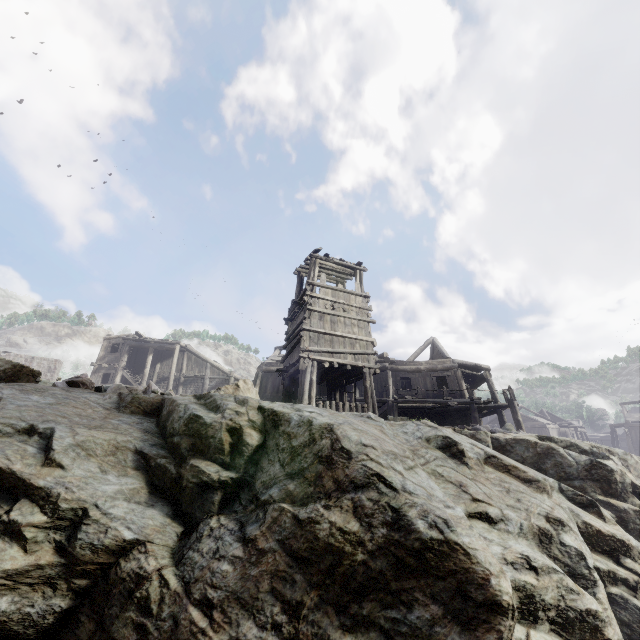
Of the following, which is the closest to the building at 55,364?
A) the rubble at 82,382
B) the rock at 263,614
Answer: the rock at 263,614

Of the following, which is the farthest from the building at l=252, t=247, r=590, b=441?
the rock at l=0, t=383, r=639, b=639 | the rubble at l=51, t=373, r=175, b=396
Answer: the rubble at l=51, t=373, r=175, b=396

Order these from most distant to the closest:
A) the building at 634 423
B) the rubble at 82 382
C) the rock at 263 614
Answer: the building at 634 423 < the rubble at 82 382 < the rock at 263 614

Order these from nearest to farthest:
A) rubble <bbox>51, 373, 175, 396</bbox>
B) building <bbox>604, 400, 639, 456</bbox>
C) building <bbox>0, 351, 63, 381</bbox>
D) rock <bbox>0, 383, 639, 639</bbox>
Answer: rock <bbox>0, 383, 639, 639</bbox>
rubble <bbox>51, 373, 175, 396</bbox>
building <bbox>0, 351, 63, 381</bbox>
building <bbox>604, 400, 639, 456</bbox>

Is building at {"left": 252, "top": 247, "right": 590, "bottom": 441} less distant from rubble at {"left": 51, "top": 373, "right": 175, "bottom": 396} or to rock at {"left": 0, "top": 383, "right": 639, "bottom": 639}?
rock at {"left": 0, "top": 383, "right": 639, "bottom": 639}

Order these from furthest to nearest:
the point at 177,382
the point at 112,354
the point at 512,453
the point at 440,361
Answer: the point at 177,382
the point at 112,354
the point at 440,361
the point at 512,453

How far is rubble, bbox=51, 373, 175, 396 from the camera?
6.3m
